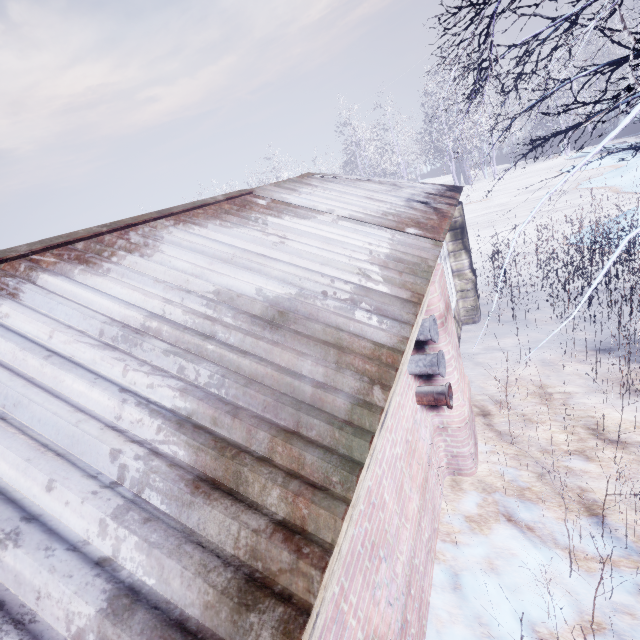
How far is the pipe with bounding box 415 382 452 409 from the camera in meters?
2.7 m

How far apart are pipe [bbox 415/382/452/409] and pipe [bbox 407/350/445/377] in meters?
0.2

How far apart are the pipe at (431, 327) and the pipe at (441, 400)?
0.47m

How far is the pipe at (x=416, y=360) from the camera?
2.6m

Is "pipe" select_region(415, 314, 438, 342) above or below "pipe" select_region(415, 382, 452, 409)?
above

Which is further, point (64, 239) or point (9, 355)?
point (64, 239)

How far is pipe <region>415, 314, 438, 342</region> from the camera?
2.44m

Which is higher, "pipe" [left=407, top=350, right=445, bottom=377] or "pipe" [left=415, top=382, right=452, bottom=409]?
"pipe" [left=407, top=350, right=445, bottom=377]
